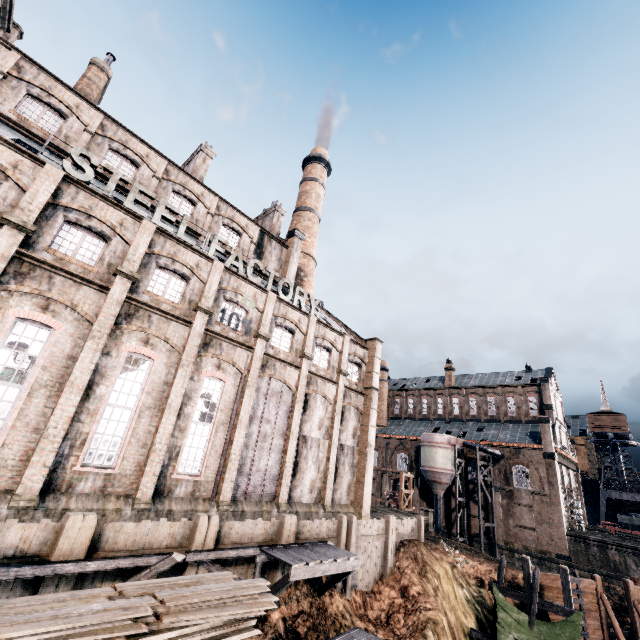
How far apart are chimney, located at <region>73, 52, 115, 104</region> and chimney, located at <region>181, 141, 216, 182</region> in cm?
749

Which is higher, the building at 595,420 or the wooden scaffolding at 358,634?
the building at 595,420

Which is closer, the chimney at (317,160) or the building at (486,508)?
the chimney at (317,160)

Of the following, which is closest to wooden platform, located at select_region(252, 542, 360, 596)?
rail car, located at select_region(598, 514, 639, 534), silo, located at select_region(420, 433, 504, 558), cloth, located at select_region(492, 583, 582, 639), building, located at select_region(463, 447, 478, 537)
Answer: cloth, located at select_region(492, 583, 582, 639)

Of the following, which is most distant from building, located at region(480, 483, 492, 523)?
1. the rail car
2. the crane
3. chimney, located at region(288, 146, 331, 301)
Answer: chimney, located at region(288, 146, 331, 301)

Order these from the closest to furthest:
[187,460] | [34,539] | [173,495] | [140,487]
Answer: [34,539], [140,487], [173,495], [187,460]

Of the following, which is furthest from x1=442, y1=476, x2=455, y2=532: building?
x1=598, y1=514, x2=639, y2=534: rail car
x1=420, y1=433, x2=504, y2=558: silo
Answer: x1=598, y1=514, x2=639, y2=534: rail car

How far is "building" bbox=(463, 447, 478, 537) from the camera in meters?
44.8
